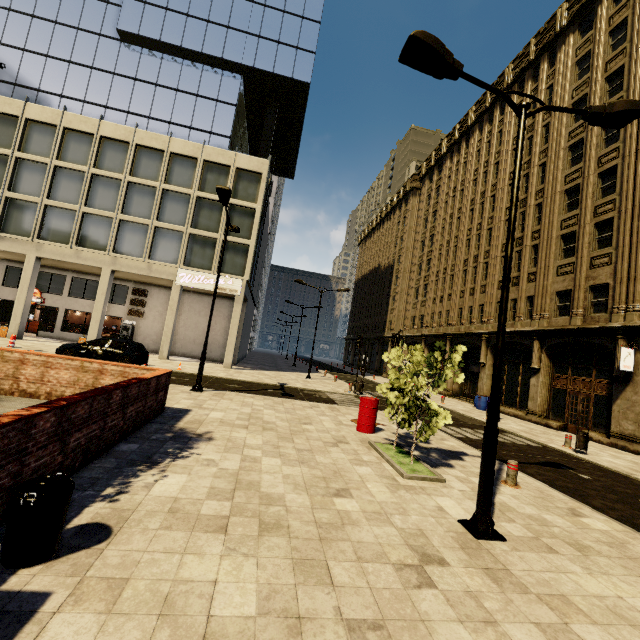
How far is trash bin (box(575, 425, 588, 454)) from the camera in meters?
12.6

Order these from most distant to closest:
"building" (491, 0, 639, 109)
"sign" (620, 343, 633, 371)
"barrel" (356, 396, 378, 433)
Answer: "building" (491, 0, 639, 109), "sign" (620, 343, 633, 371), "barrel" (356, 396, 378, 433)

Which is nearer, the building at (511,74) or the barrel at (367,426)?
the barrel at (367,426)

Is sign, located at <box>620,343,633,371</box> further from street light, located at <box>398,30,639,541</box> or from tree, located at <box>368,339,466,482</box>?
street light, located at <box>398,30,639,541</box>

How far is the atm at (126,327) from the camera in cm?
2678

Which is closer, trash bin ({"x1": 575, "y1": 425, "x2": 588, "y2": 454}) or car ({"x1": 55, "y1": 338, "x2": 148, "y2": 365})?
trash bin ({"x1": 575, "y1": 425, "x2": 588, "y2": 454})

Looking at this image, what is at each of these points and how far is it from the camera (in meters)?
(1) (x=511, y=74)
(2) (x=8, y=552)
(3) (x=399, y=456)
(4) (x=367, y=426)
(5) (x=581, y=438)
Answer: (1) building, 27.02
(2) trash bin, 3.06
(3) tree, 8.41
(4) barrel, 10.65
(5) trash bin, 12.70

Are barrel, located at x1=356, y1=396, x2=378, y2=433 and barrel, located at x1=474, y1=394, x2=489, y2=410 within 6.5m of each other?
no
